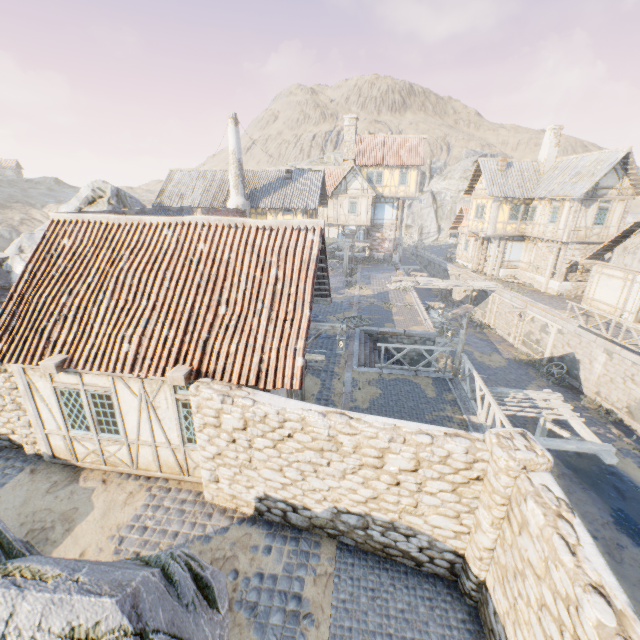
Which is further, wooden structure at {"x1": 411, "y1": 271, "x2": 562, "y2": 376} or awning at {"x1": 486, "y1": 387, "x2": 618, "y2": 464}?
wooden structure at {"x1": 411, "y1": 271, "x2": 562, "y2": 376}

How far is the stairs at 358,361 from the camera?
14.2m

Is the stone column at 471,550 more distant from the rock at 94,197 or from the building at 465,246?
the building at 465,246

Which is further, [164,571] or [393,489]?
[393,489]

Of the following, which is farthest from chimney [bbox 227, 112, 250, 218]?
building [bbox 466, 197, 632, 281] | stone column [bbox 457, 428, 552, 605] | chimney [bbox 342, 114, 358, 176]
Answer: stone column [bbox 457, 428, 552, 605]

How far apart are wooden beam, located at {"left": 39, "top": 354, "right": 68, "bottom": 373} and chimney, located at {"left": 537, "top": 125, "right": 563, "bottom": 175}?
33.65m

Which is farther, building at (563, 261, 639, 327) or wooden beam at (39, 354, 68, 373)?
building at (563, 261, 639, 327)

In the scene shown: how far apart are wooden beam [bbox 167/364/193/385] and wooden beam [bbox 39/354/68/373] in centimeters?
255cm
